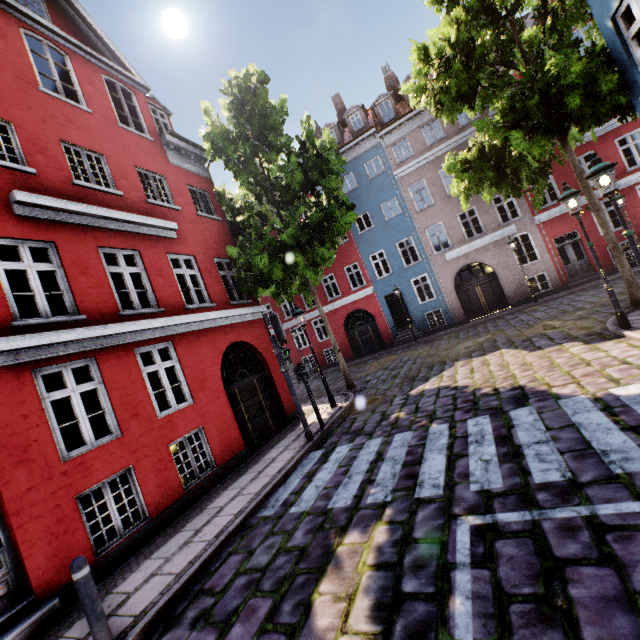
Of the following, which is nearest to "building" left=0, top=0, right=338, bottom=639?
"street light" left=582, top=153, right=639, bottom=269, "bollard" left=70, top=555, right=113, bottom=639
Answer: "bollard" left=70, top=555, right=113, bottom=639

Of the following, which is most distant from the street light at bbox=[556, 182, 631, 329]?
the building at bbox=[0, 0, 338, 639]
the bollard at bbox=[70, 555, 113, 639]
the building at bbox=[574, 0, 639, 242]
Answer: the bollard at bbox=[70, 555, 113, 639]

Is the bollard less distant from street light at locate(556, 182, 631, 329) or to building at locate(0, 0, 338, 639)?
building at locate(0, 0, 338, 639)

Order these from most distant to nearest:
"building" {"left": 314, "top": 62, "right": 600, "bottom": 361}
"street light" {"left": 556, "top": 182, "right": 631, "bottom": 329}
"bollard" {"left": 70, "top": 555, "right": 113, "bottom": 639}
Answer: "building" {"left": 314, "top": 62, "right": 600, "bottom": 361}
"street light" {"left": 556, "top": 182, "right": 631, "bottom": 329}
"bollard" {"left": 70, "top": 555, "right": 113, "bottom": 639}

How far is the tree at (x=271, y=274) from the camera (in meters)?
11.04

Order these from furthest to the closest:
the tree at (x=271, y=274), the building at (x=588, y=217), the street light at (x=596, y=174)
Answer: the building at (x=588, y=217) < the tree at (x=271, y=274) < the street light at (x=596, y=174)

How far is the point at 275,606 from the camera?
3.57m
